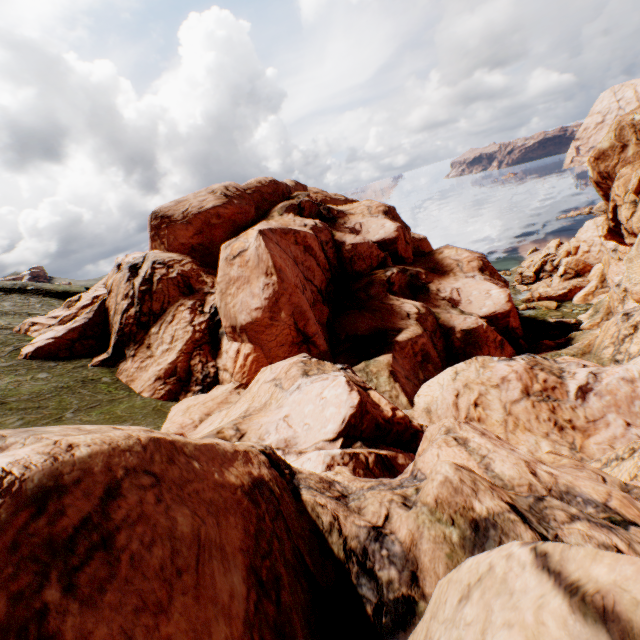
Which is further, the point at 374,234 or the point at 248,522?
the point at 374,234
